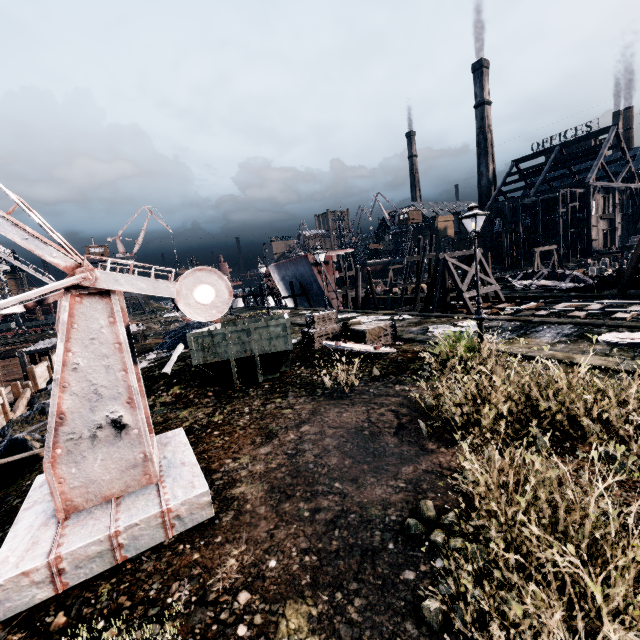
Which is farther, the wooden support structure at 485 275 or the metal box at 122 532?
the wooden support structure at 485 275

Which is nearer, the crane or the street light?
the crane

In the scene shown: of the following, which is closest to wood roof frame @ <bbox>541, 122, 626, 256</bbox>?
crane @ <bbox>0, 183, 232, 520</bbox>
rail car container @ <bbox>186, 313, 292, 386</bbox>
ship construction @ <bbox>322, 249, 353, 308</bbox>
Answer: ship construction @ <bbox>322, 249, 353, 308</bbox>

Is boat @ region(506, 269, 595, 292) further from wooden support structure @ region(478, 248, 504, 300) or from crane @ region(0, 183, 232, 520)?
crane @ region(0, 183, 232, 520)

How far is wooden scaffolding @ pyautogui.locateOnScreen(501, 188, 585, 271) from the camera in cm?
5097

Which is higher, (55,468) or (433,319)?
(55,468)

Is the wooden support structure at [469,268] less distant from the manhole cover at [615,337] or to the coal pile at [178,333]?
the manhole cover at [615,337]

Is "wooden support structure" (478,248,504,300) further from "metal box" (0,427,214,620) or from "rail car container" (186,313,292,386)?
"metal box" (0,427,214,620)
